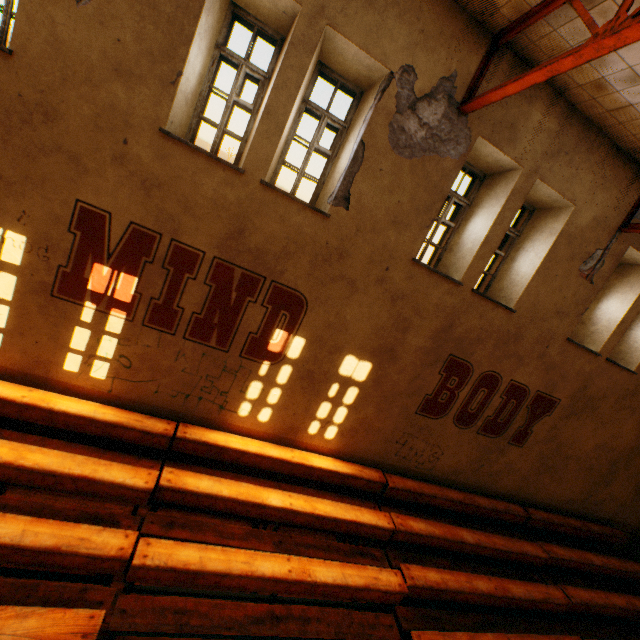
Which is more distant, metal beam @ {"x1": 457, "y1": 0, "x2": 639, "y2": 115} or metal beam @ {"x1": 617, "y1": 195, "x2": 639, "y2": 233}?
metal beam @ {"x1": 617, "y1": 195, "x2": 639, "y2": 233}

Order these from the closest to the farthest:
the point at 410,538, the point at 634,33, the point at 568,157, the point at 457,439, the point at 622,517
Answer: the point at 634,33, the point at 568,157, the point at 410,538, the point at 457,439, the point at 622,517

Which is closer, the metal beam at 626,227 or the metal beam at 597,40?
the metal beam at 597,40
